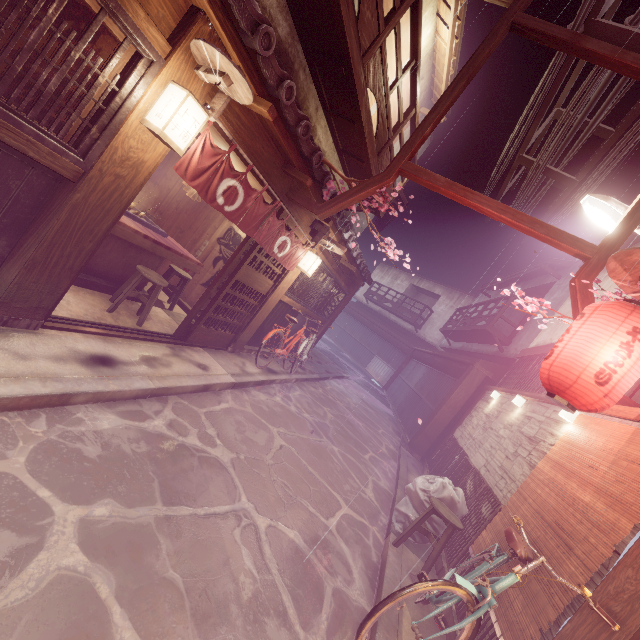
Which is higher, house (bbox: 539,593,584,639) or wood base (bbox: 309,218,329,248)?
wood base (bbox: 309,218,329,248)

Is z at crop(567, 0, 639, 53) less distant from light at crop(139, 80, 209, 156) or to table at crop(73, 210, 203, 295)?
light at crop(139, 80, 209, 156)

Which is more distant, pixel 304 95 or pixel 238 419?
pixel 304 95

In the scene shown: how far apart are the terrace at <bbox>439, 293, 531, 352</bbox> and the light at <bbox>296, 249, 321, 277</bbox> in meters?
14.2

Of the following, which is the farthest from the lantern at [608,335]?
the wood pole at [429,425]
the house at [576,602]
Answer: the wood pole at [429,425]

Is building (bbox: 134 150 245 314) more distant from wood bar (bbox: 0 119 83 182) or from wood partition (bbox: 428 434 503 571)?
wood partition (bbox: 428 434 503 571)

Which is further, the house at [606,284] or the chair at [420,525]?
the house at [606,284]

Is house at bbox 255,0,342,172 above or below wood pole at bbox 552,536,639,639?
above
